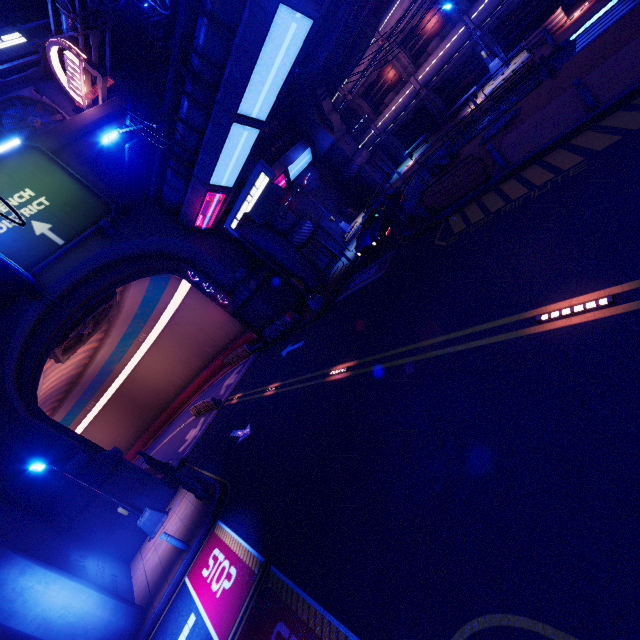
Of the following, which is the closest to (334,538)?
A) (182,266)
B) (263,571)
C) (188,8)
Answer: (263,571)

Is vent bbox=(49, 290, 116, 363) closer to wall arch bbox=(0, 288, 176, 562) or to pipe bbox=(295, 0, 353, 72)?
wall arch bbox=(0, 288, 176, 562)

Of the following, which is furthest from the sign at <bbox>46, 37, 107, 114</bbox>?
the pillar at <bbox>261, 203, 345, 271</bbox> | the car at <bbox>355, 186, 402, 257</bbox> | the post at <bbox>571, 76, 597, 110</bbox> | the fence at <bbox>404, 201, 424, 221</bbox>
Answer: the post at <bbox>571, 76, 597, 110</bbox>

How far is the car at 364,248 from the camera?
17.9m

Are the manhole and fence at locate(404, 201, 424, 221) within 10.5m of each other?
yes

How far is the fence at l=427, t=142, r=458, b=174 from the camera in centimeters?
1808cm

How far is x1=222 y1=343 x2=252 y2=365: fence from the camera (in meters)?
28.04

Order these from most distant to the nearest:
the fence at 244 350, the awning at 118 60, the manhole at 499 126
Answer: the fence at 244 350
the awning at 118 60
the manhole at 499 126
